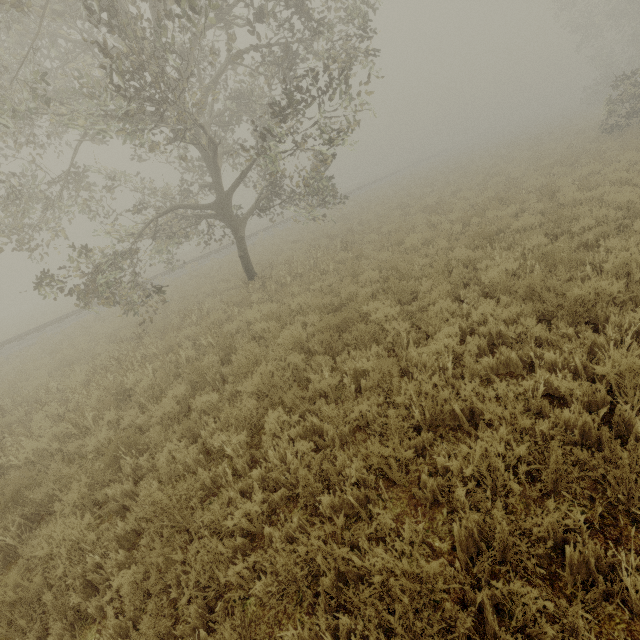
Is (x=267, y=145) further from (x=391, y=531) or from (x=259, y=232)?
(x=259, y=232)

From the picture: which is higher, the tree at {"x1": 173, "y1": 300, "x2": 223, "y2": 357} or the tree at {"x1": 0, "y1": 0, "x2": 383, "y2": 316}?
the tree at {"x1": 0, "y1": 0, "x2": 383, "y2": 316}

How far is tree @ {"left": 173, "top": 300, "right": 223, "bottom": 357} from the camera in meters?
8.0

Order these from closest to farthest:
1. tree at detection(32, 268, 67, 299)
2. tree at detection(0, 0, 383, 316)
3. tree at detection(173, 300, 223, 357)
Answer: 1. tree at detection(0, 0, 383, 316)
2. tree at detection(173, 300, 223, 357)
3. tree at detection(32, 268, 67, 299)

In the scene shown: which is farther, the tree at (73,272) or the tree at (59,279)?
the tree at (59,279)

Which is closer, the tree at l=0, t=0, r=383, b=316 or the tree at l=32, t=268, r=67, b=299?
the tree at l=0, t=0, r=383, b=316

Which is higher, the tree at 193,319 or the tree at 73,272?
the tree at 73,272
